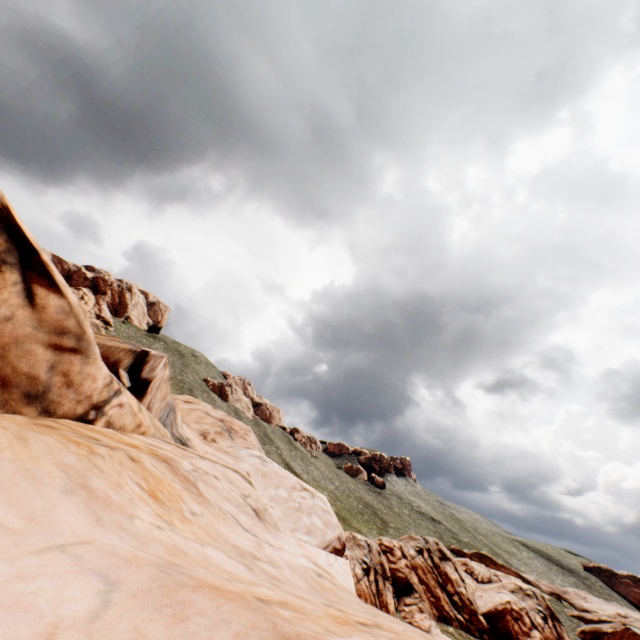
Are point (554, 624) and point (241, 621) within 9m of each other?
no

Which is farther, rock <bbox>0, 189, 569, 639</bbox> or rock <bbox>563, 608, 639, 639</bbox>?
rock <bbox>563, 608, 639, 639</bbox>

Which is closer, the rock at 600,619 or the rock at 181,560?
the rock at 181,560
